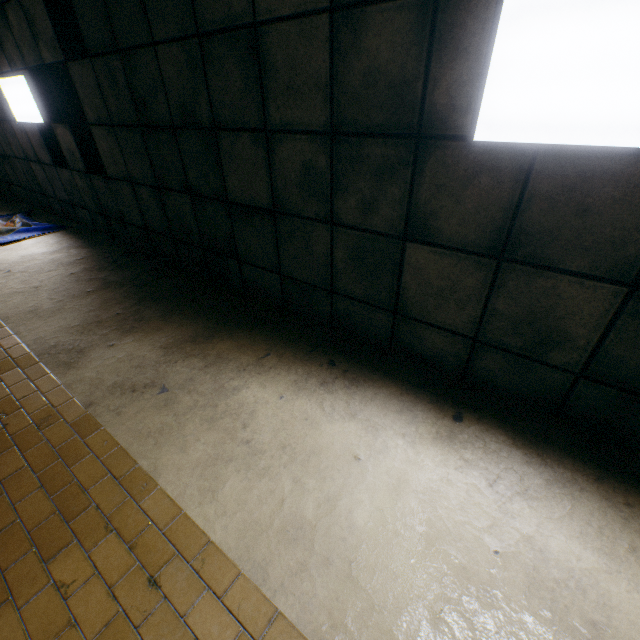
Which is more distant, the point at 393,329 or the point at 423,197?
the point at 393,329

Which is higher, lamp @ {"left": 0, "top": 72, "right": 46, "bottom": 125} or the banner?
lamp @ {"left": 0, "top": 72, "right": 46, "bottom": 125}

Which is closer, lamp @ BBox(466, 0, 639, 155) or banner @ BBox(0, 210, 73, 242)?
lamp @ BBox(466, 0, 639, 155)

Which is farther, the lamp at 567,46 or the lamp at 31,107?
the lamp at 31,107

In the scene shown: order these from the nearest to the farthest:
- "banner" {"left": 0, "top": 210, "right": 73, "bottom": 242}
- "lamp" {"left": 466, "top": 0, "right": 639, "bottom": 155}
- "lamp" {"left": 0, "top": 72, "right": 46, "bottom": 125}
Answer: "lamp" {"left": 466, "top": 0, "right": 639, "bottom": 155}, "lamp" {"left": 0, "top": 72, "right": 46, "bottom": 125}, "banner" {"left": 0, "top": 210, "right": 73, "bottom": 242}

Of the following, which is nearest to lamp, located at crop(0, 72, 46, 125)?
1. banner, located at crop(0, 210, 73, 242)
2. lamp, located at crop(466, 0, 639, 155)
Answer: banner, located at crop(0, 210, 73, 242)

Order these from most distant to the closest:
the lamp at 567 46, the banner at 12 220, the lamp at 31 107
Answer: the banner at 12 220 → the lamp at 31 107 → the lamp at 567 46
